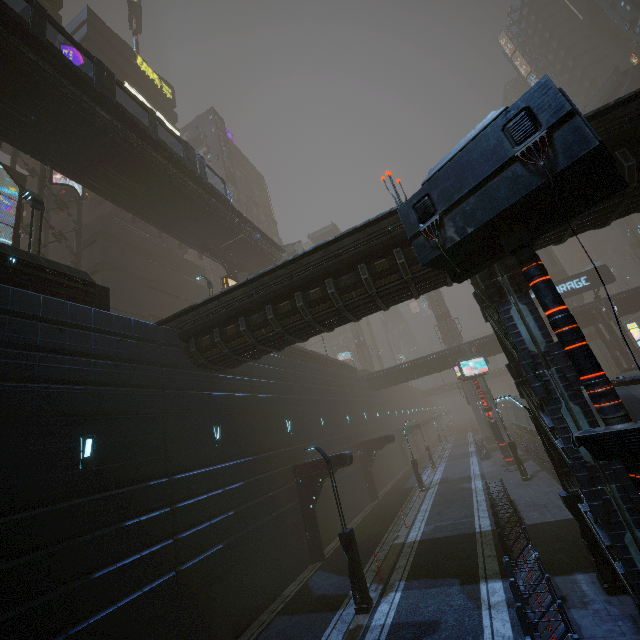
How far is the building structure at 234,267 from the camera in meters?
26.3 m

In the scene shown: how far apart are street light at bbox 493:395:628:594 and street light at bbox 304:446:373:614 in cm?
662

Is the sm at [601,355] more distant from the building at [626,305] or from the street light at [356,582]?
the street light at [356,582]

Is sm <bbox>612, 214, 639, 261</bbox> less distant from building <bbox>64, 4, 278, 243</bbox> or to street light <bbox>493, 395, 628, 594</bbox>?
building <bbox>64, 4, 278, 243</bbox>

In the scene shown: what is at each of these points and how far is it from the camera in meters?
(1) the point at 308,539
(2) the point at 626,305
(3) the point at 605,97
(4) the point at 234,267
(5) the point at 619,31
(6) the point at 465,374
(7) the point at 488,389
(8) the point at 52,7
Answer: (1) building, 17.3 m
(2) building, 31.9 m
(3) stairs, 41.5 m
(4) building structure, 28.5 m
(5) building, 57.2 m
(6) sign, 28.0 m
(7) building, 35.5 m
(8) building, 31.0 m

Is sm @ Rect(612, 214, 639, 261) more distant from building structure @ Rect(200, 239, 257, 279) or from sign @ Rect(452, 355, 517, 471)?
building structure @ Rect(200, 239, 257, 279)

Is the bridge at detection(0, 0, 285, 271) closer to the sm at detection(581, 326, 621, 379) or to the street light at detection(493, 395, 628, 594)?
the sm at detection(581, 326, 621, 379)

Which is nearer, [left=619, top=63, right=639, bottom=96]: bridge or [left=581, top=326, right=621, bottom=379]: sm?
[left=581, top=326, right=621, bottom=379]: sm
